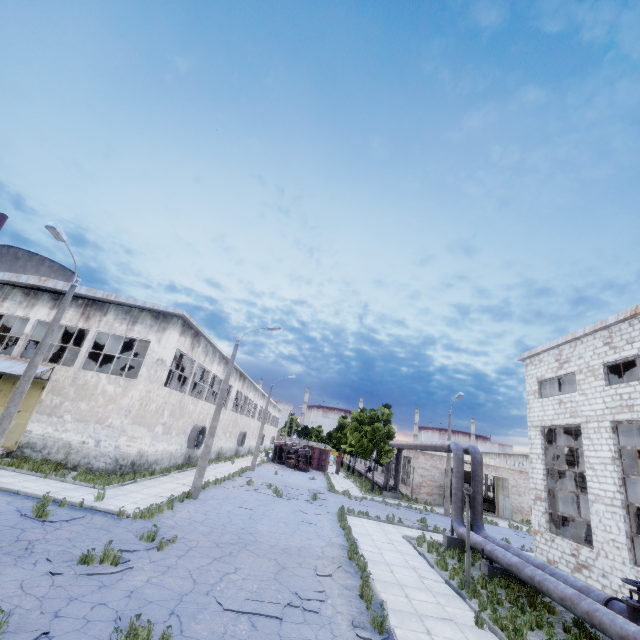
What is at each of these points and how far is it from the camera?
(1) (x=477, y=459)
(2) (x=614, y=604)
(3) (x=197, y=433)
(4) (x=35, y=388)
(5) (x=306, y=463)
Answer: (1) pipe, 17.6m
(2) pipe valve, 8.8m
(3) fan, 26.1m
(4) door, 19.3m
(5) truck, 42.2m

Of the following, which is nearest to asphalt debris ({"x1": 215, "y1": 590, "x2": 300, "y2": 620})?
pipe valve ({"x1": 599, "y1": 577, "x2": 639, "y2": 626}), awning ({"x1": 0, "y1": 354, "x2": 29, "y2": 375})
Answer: pipe valve ({"x1": 599, "y1": 577, "x2": 639, "y2": 626})

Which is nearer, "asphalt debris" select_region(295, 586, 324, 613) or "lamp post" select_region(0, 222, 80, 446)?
"asphalt debris" select_region(295, 586, 324, 613)

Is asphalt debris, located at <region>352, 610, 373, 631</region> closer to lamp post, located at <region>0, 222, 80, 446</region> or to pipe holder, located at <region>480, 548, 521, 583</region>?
pipe holder, located at <region>480, 548, 521, 583</region>

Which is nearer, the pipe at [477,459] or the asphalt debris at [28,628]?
the asphalt debris at [28,628]

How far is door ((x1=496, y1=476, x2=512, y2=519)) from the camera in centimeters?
3222cm

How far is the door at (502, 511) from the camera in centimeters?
3222cm

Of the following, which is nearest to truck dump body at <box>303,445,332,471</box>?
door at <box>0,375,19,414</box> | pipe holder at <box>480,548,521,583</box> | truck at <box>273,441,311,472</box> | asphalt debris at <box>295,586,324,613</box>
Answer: truck at <box>273,441,311,472</box>
